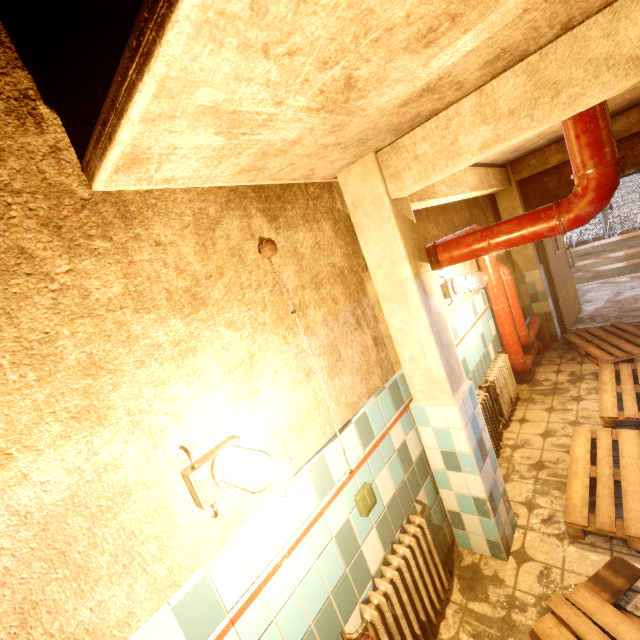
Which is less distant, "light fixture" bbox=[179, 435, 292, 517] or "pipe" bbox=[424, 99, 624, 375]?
"light fixture" bbox=[179, 435, 292, 517]

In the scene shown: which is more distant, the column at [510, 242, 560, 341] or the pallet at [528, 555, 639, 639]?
the column at [510, 242, 560, 341]

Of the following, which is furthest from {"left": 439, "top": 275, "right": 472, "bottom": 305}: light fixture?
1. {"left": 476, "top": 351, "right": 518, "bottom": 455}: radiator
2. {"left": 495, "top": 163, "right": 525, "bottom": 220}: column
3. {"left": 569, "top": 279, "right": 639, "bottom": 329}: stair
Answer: {"left": 569, "top": 279, "right": 639, "bottom": 329}: stair

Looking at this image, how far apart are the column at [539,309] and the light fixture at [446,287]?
2.6m

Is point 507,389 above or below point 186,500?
below

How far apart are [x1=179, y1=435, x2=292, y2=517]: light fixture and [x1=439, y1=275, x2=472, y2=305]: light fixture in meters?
2.6

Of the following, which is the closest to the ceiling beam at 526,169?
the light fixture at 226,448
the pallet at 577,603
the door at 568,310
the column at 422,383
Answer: the column at 422,383

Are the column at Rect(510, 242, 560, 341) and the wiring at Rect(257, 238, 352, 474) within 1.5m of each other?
no
